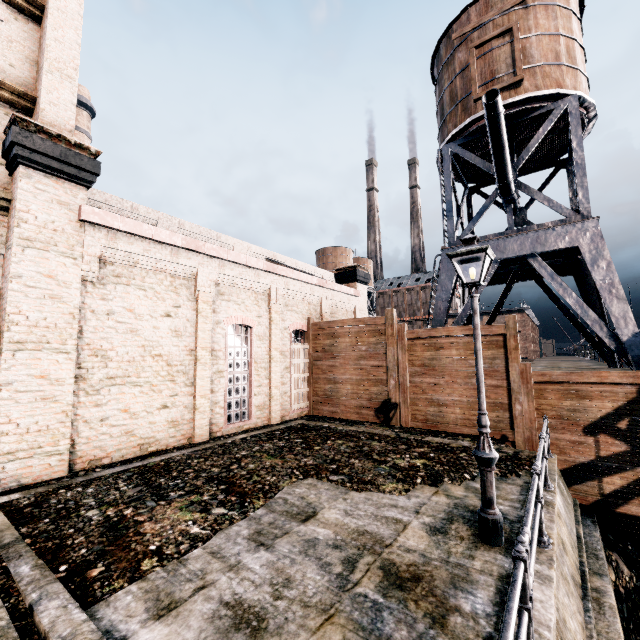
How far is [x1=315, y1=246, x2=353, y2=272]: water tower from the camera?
56.7m

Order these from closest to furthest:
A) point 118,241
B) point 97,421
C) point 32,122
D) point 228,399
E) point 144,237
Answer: point 32,122 < point 97,421 < point 118,241 < point 144,237 < point 228,399

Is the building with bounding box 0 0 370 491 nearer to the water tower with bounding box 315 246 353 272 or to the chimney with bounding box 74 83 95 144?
the water tower with bounding box 315 246 353 272

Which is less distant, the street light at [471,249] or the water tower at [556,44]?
the street light at [471,249]

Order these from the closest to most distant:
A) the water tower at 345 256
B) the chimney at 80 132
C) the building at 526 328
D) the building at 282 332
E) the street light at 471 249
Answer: the street light at 471 249
the building at 282 332
the chimney at 80 132
the building at 526 328
the water tower at 345 256

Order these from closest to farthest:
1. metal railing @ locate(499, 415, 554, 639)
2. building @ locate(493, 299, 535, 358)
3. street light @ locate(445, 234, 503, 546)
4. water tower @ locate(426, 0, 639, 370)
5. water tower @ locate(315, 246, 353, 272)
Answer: metal railing @ locate(499, 415, 554, 639) < street light @ locate(445, 234, 503, 546) < water tower @ locate(426, 0, 639, 370) < building @ locate(493, 299, 535, 358) < water tower @ locate(315, 246, 353, 272)

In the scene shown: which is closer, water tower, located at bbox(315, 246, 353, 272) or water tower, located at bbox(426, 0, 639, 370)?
water tower, located at bbox(426, 0, 639, 370)

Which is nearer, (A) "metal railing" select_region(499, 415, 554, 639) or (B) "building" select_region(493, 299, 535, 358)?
(A) "metal railing" select_region(499, 415, 554, 639)
